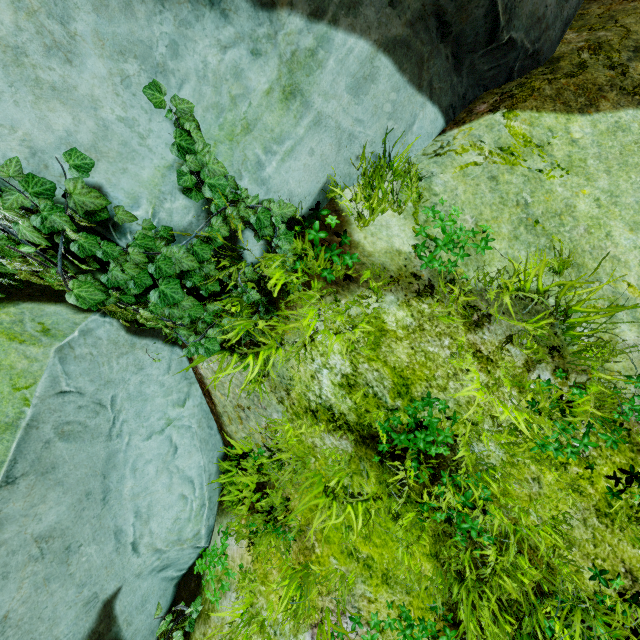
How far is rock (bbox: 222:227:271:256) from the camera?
2.3 meters

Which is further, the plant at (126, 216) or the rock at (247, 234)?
the rock at (247, 234)

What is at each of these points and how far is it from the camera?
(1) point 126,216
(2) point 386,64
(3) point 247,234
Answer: (1) plant, 1.86m
(2) rock, 2.34m
(3) rock, 2.40m

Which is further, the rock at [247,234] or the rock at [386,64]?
the rock at [247,234]

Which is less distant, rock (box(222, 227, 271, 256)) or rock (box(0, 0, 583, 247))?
rock (box(0, 0, 583, 247))

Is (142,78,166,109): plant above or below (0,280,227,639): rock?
above

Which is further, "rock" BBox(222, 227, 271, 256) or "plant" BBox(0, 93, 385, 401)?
"rock" BBox(222, 227, 271, 256)

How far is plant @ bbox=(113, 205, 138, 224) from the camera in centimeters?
182cm
